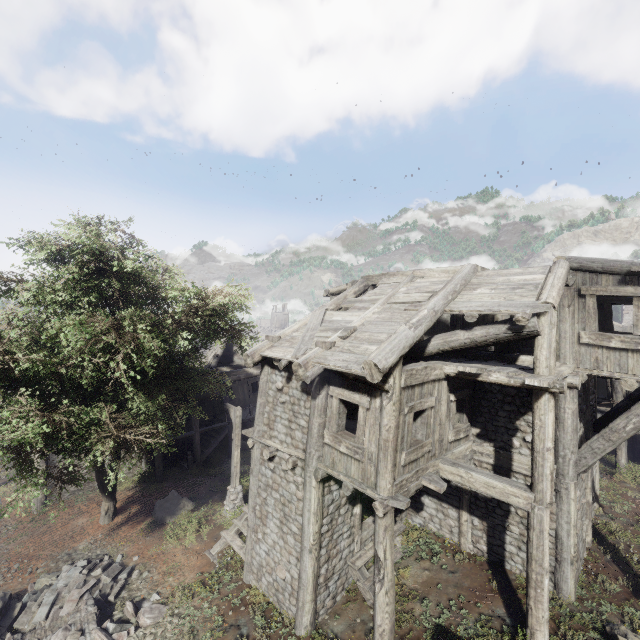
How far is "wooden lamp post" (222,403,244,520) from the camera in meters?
14.1

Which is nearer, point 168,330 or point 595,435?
point 595,435

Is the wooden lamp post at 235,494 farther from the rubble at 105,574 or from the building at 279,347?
the rubble at 105,574

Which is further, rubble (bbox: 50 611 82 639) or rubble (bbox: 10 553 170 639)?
rubble (bbox: 10 553 170 639)

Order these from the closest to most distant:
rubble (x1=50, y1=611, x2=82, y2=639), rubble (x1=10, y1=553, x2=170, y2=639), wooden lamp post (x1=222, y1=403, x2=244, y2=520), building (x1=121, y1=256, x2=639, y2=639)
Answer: building (x1=121, y1=256, x2=639, y2=639) → rubble (x1=50, y1=611, x2=82, y2=639) → rubble (x1=10, y1=553, x2=170, y2=639) → wooden lamp post (x1=222, y1=403, x2=244, y2=520)

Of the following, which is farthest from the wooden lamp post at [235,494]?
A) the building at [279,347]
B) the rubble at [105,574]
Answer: the rubble at [105,574]

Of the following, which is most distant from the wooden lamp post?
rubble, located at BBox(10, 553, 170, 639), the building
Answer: rubble, located at BBox(10, 553, 170, 639)
